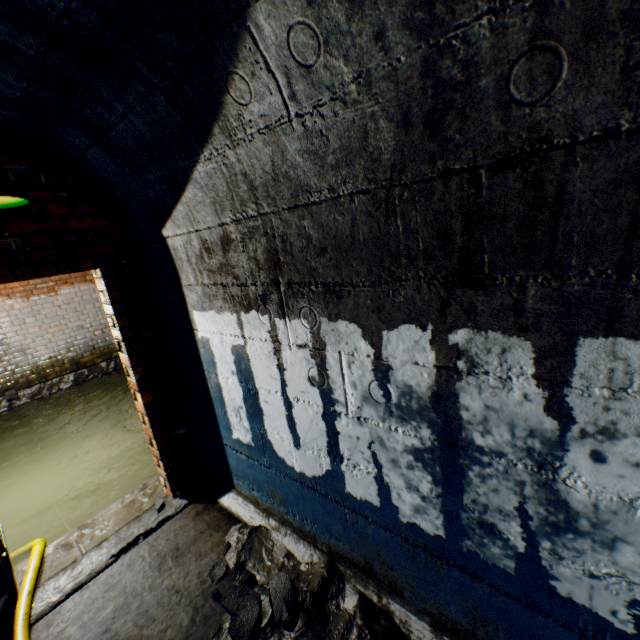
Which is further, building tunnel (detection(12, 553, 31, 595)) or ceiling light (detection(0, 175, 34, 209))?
building tunnel (detection(12, 553, 31, 595))

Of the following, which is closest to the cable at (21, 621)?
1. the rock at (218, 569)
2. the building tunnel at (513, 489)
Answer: the building tunnel at (513, 489)

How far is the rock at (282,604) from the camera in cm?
177

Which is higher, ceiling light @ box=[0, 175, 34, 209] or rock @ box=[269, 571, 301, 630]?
ceiling light @ box=[0, 175, 34, 209]

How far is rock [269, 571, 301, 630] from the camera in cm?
177

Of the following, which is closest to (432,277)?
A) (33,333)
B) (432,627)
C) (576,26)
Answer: (576,26)

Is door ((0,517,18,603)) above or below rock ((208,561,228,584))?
above

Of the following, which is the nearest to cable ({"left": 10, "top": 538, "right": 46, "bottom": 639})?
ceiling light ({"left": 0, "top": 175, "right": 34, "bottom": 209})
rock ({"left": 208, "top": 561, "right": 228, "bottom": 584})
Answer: rock ({"left": 208, "top": 561, "right": 228, "bottom": 584})
